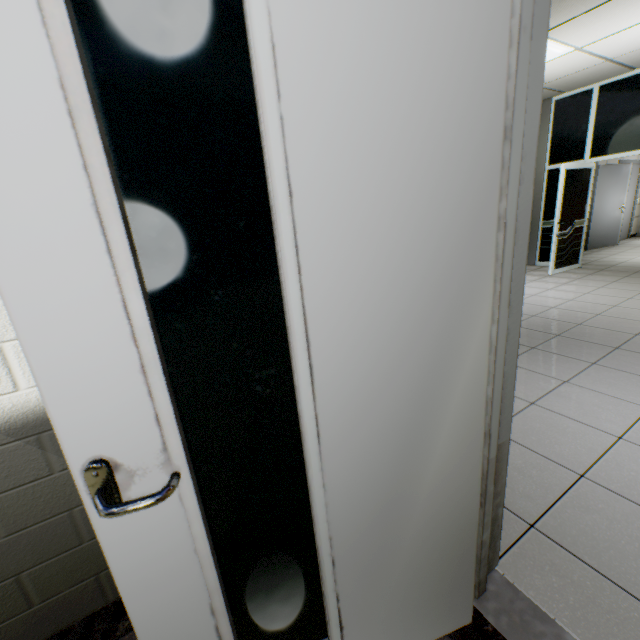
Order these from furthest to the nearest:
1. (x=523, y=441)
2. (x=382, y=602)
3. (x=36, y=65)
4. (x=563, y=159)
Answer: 1. (x=563, y=159)
2. (x=523, y=441)
3. (x=382, y=602)
4. (x=36, y=65)

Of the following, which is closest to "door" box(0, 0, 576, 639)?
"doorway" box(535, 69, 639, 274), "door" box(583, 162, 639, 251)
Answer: "doorway" box(535, 69, 639, 274)

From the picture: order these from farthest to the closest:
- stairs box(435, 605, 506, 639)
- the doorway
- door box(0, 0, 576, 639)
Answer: the doorway < stairs box(435, 605, 506, 639) < door box(0, 0, 576, 639)

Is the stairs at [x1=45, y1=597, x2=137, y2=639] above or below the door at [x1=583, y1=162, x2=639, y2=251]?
below

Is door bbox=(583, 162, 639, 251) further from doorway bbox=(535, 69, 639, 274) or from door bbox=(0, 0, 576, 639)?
door bbox=(0, 0, 576, 639)

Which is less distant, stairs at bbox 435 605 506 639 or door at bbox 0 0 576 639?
door at bbox 0 0 576 639

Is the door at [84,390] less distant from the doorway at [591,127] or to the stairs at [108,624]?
the stairs at [108,624]

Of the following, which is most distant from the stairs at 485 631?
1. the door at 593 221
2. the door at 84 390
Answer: the door at 593 221
